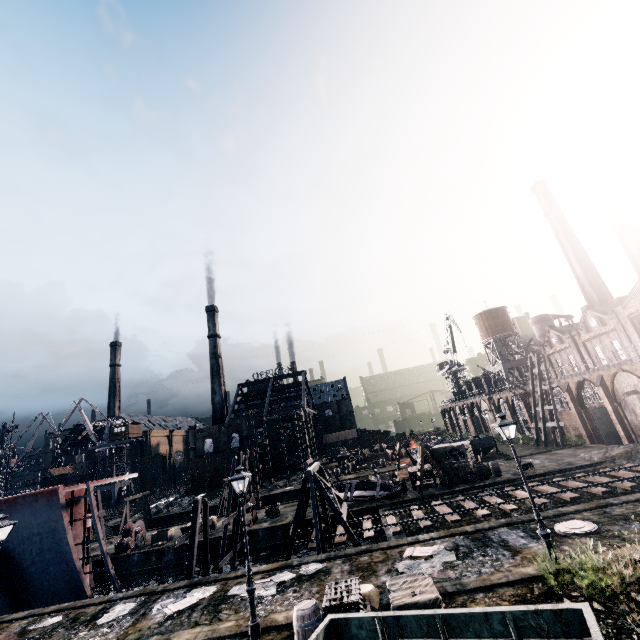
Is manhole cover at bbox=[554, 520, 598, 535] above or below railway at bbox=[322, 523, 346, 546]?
above

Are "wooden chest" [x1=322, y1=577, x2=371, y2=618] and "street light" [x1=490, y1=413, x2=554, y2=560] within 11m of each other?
yes

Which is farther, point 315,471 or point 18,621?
point 315,471

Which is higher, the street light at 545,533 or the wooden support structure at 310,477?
the wooden support structure at 310,477

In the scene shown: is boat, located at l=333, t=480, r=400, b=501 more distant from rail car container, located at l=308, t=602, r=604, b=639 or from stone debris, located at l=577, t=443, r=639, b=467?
rail car container, located at l=308, t=602, r=604, b=639

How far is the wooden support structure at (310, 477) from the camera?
21.83m

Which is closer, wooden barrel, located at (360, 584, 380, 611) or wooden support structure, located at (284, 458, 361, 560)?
wooden barrel, located at (360, 584, 380, 611)

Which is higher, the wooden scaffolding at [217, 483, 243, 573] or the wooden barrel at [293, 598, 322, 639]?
the wooden barrel at [293, 598, 322, 639]
